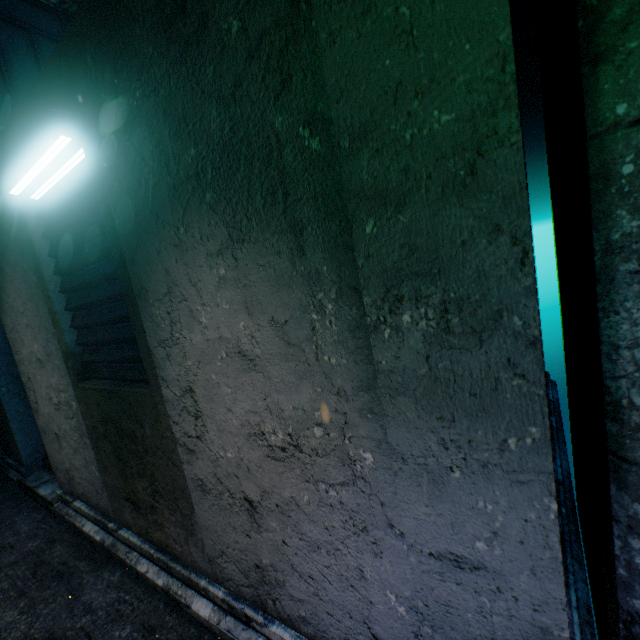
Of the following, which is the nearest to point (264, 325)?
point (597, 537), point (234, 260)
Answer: point (234, 260)
